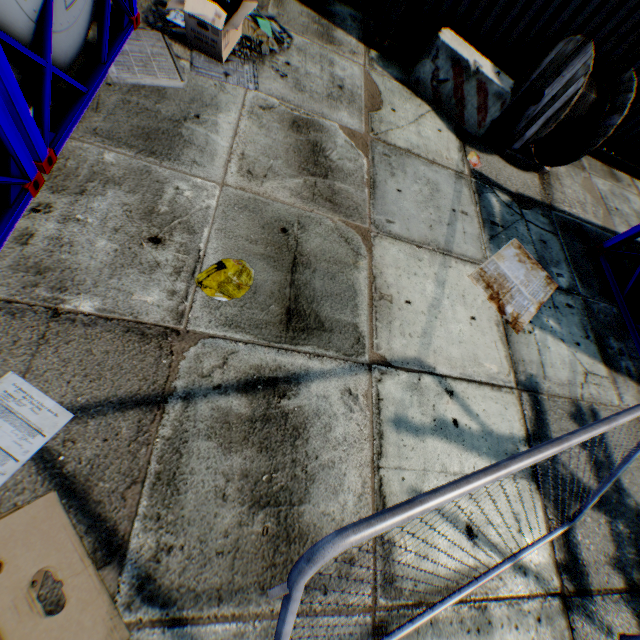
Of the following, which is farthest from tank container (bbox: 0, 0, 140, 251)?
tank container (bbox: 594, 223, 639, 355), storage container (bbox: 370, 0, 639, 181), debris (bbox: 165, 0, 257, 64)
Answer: tank container (bbox: 594, 223, 639, 355)

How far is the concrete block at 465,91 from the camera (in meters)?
5.75

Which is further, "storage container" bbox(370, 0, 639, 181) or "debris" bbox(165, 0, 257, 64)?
"storage container" bbox(370, 0, 639, 181)

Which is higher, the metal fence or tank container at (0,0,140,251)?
the metal fence

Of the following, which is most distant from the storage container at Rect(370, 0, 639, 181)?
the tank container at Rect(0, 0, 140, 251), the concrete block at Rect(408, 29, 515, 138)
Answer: the tank container at Rect(0, 0, 140, 251)

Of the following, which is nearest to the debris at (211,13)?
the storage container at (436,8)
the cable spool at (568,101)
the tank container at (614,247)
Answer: the storage container at (436,8)

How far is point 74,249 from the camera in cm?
289

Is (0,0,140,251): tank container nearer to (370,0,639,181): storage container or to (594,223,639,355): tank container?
(370,0,639,181): storage container
